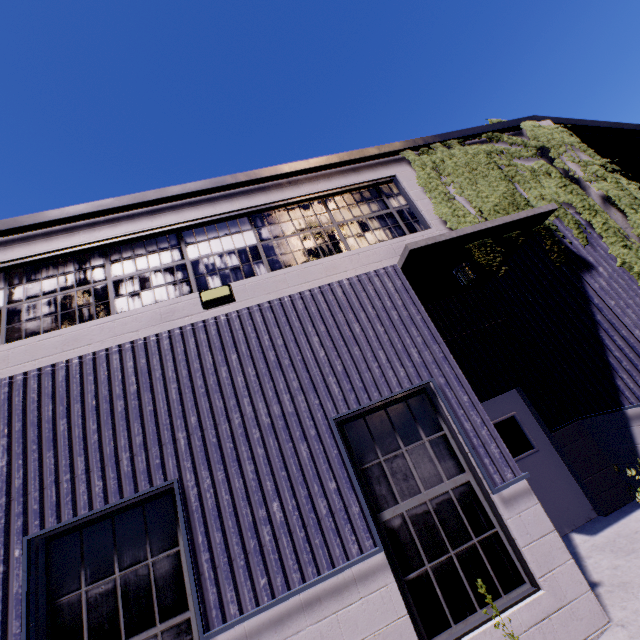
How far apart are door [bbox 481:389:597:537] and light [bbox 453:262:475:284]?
2.6m

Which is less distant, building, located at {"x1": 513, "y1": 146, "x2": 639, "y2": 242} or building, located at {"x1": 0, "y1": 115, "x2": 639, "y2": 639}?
building, located at {"x1": 0, "y1": 115, "x2": 639, "y2": 639}

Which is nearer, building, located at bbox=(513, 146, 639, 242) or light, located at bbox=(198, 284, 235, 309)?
light, located at bbox=(198, 284, 235, 309)

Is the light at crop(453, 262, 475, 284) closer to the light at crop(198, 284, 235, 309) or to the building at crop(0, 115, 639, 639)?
the building at crop(0, 115, 639, 639)

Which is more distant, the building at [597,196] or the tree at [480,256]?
the building at [597,196]

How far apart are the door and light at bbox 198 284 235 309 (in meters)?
4.28

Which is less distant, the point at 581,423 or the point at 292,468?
the point at 292,468

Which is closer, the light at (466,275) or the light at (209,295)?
the light at (209,295)
